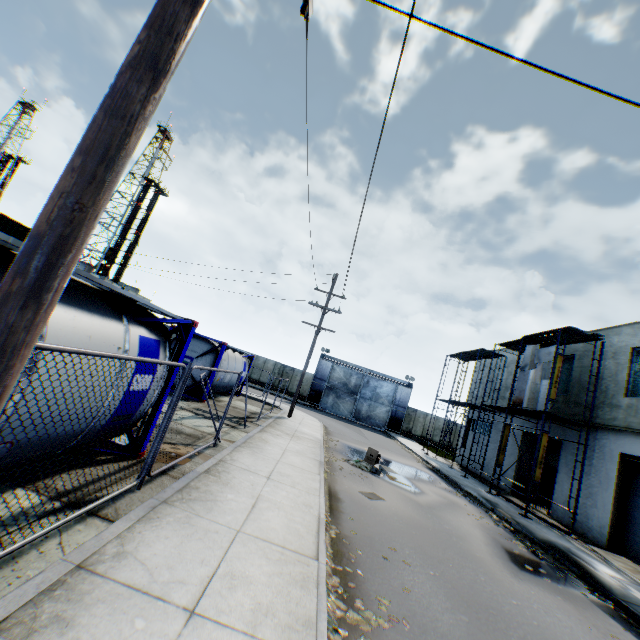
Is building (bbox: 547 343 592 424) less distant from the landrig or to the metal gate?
the metal gate

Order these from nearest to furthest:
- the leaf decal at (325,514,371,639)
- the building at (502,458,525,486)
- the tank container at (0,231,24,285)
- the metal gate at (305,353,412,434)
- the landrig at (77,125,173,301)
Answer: the tank container at (0,231,24,285)
the leaf decal at (325,514,371,639)
the building at (502,458,525,486)
the metal gate at (305,353,412,434)
the landrig at (77,125,173,301)

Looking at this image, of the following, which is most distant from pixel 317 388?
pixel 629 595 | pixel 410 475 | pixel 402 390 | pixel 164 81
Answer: pixel 164 81

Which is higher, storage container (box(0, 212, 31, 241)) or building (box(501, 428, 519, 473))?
storage container (box(0, 212, 31, 241))

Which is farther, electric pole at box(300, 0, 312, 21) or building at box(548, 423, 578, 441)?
building at box(548, 423, 578, 441)

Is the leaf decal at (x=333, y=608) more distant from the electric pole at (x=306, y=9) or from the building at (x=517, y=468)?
the building at (x=517, y=468)

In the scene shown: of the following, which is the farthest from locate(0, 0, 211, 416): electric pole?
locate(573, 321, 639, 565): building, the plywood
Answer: locate(573, 321, 639, 565): building

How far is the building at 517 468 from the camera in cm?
1991
